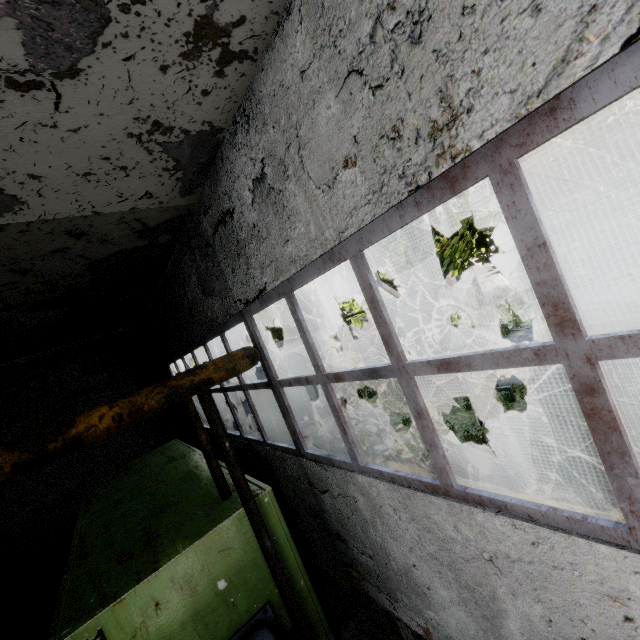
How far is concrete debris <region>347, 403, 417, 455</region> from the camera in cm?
1003

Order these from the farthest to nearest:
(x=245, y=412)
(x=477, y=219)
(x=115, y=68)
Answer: (x=245, y=412) < (x=477, y=219) < (x=115, y=68)

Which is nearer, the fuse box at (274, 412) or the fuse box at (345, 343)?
the fuse box at (274, 412)

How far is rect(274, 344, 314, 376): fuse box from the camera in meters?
15.1

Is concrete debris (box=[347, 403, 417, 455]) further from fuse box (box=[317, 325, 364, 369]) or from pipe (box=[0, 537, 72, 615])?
pipe (box=[0, 537, 72, 615])

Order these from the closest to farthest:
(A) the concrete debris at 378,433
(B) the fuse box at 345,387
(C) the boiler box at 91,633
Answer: (C) the boiler box at 91,633 < (A) the concrete debris at 378,433 < (B) the fuse box at 345,387

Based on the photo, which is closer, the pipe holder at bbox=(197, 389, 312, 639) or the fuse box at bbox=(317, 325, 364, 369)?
the pipe holder at bbox=(197, 389, 312, 639)

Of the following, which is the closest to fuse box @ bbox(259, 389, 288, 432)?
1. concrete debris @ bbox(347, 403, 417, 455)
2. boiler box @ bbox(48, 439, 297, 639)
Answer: concrete debris @ bbox(347, 403, 417, 455)
